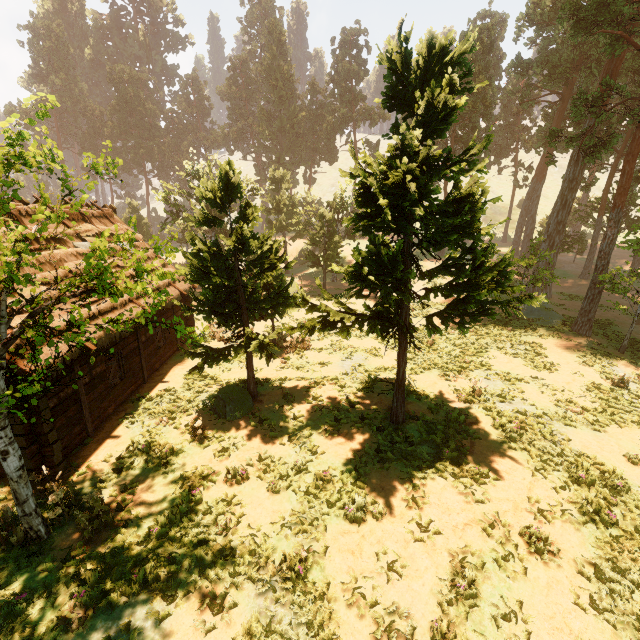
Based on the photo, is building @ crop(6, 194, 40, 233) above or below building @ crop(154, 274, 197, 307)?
above

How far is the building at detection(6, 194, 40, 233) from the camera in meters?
11.9

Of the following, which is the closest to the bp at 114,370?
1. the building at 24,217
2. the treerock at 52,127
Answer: the building at 24,217

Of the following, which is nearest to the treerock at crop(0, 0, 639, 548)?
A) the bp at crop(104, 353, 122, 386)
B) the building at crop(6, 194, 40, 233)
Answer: the building at crop(6, 194, 40, 233)

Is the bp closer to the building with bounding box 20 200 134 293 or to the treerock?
the building with bounding box 20 200 134 293

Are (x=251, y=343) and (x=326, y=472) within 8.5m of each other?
yes

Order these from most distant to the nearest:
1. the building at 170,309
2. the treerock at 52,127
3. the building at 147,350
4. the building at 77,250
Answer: the building at 170,309, the building at 77,250, the building at 147,350, the treerock at 52,127
